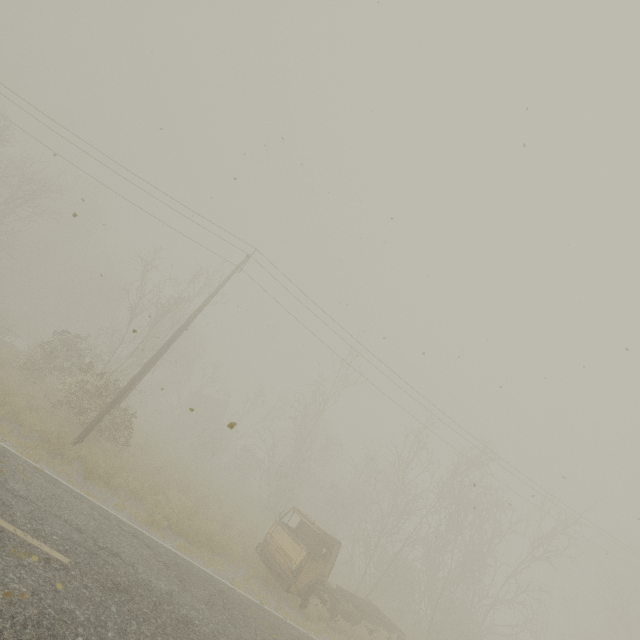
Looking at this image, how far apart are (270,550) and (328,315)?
11.25m
